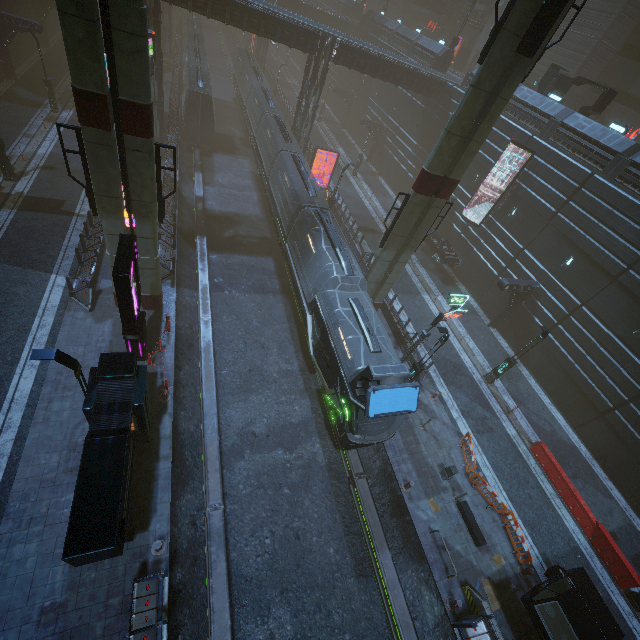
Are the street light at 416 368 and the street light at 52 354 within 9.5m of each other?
no

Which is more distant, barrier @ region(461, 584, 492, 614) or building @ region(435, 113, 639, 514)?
building @ region(435, 113, 639, 514)

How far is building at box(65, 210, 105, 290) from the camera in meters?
16.9

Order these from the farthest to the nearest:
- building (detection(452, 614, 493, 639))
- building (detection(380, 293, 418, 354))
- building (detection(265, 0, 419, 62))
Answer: building (detection(265, 0, 419, 62)), building (detection(380, 293, 418, 354)), building (detection(452, 614, 493, 639))

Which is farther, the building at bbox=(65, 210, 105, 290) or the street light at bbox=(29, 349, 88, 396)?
the building at bbox=(65, 210, 105, 290)

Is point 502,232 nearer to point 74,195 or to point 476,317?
point 476,317

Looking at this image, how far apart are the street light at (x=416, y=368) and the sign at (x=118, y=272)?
12.93m

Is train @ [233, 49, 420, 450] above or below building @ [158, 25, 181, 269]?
above
